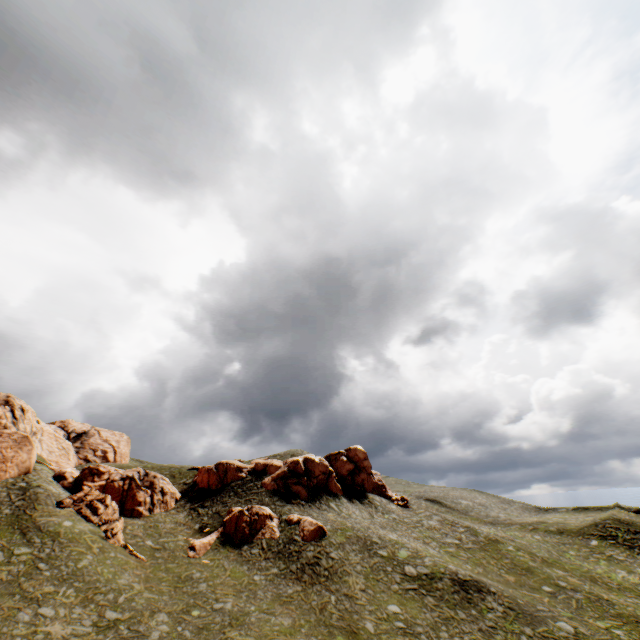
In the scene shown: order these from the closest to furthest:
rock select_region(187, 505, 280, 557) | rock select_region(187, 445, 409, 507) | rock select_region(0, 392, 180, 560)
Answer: rock select_region(0, 392, 180, 560), rock select_region(187, 505, 280, 557), rock select_region(187, 445, 409, 507)

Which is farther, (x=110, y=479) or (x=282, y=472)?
(x=282, y=472)

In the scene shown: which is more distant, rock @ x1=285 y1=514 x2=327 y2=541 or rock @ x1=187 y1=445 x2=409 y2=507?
rock @ x1=187 y1=445 x2=409 y2=507

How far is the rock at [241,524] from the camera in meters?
34.2

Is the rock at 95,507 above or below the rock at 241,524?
above

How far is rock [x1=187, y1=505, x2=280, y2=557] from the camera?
34.2m
